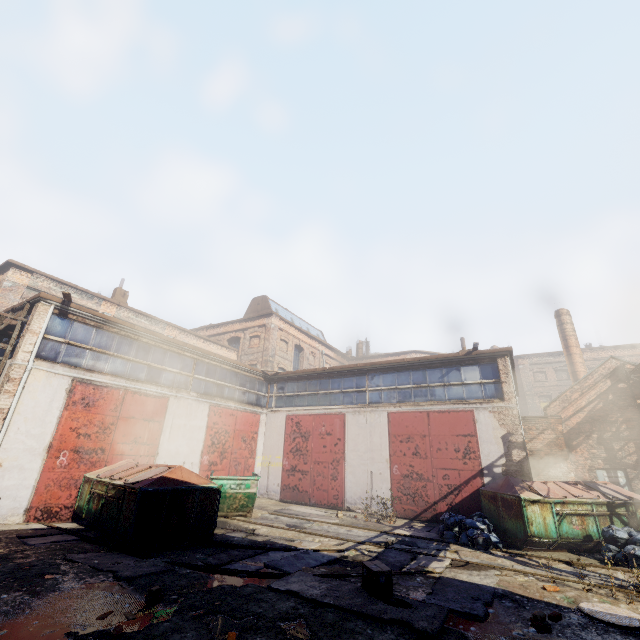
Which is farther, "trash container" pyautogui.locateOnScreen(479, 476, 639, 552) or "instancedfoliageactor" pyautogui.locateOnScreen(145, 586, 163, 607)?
"trash container" pyautogui.locateOnScreen(479, 476, 639, 552)

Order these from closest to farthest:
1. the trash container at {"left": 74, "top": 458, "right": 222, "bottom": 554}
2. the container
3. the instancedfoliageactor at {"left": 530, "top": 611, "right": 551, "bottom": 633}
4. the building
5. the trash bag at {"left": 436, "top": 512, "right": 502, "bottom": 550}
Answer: the instancedfoliageactor at {"left": 530, "top": 611, "right": 551, "bottom": 633}
the trash container at {"left": 74, "top": 458, "right": 222, "bottom": 554}
the trash bag at {"left": 436, "top": 512, "right": 502, "bottom": 550}
the container
the building

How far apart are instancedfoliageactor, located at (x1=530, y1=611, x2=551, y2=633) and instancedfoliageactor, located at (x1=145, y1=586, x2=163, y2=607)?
5.7m

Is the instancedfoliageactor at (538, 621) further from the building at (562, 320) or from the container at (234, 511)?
the building at (562, 320)

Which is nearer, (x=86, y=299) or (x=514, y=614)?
(x=514, y=614)

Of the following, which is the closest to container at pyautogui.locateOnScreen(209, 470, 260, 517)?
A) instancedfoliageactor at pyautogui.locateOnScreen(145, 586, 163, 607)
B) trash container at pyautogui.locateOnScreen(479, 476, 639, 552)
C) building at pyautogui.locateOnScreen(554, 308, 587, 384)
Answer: instancedfoliageactor at pyautogui.locateOnScreen(145, 586, 163, 607)

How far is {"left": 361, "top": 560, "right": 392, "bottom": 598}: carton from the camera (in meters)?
5.38

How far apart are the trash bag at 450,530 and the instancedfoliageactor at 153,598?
7.9m
